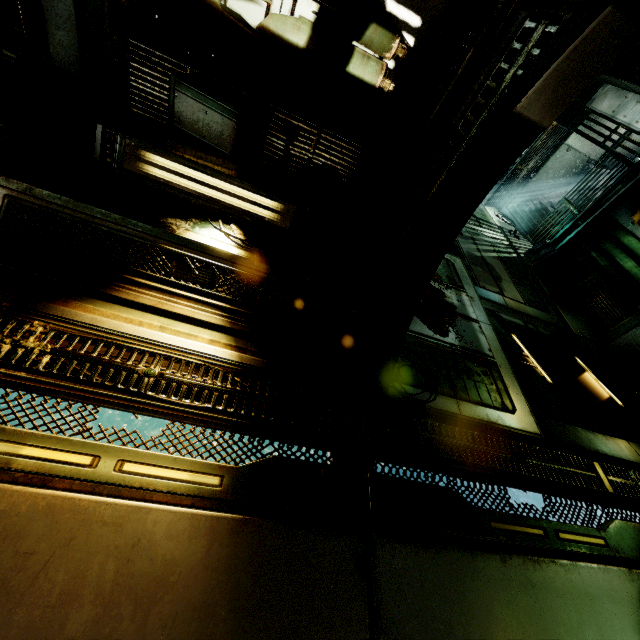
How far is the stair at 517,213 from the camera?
11.7m

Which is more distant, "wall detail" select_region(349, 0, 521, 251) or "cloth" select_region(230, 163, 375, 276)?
"cloth" select_region(230, 163, 375, 276)

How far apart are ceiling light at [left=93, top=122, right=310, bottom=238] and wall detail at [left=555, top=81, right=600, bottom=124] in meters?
12.0 m

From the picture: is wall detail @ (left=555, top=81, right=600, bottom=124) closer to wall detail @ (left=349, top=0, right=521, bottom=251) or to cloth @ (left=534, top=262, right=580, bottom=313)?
cloth @ (left=534, top=262, right=580, bottom=313)

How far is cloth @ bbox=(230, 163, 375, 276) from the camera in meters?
3.4

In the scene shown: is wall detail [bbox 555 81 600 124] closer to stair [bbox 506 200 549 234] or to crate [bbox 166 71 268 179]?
stair [bbox 506 200 549 234]

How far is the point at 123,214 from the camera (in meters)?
2.79

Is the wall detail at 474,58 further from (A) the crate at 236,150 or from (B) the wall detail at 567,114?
(B) the wall detail at 567,114
